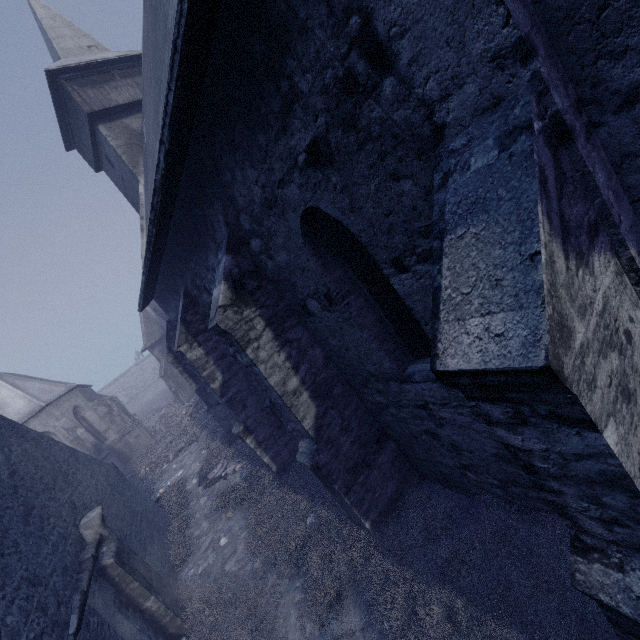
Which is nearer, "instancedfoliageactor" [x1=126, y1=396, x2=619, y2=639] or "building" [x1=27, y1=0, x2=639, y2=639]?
"building" [x1=27, y1=0, x2=639, y2=639]

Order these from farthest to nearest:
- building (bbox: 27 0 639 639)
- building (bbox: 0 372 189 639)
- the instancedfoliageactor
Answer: building (bbox: 0 372 189 639) < the instancedfoliageactor < building (bbox: 27 0 639 639)

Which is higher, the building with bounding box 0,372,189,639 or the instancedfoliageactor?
the building with bounding box 0,372,189,639

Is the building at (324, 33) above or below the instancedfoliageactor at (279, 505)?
above

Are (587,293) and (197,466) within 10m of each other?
no

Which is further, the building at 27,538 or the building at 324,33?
the building at 27,538

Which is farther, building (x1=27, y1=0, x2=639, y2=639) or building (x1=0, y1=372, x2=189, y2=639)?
building (x1=0, y1=372, x2=189, y2=639)
